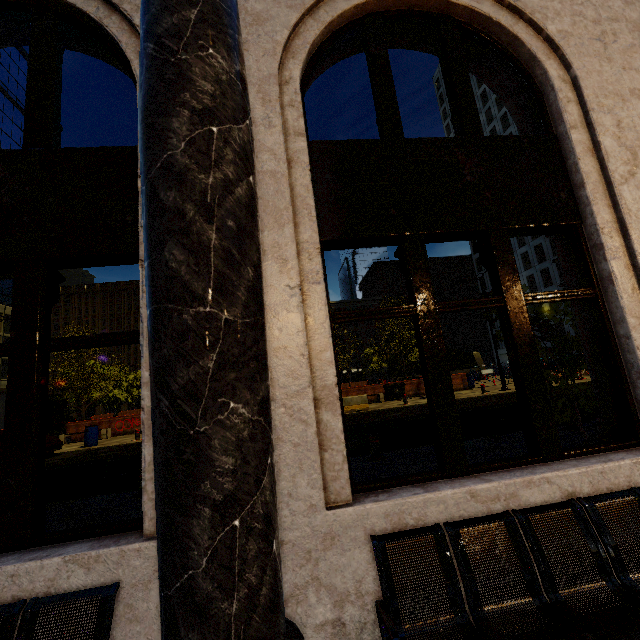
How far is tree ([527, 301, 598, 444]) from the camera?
5.50m

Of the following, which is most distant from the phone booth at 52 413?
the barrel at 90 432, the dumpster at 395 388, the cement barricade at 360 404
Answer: the dumpster at 395 388

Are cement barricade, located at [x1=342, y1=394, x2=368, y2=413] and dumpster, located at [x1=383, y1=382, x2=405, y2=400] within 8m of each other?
yes

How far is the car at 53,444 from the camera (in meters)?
14.45

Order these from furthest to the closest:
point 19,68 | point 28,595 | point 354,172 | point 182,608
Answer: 1. point 19,68
2. point 354,172
3. point 28,595
4. point 182,608

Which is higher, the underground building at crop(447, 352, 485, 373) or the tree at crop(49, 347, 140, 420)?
the tree at crop(49, 347, 140, 420)

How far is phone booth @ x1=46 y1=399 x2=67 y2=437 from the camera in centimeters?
1973cm

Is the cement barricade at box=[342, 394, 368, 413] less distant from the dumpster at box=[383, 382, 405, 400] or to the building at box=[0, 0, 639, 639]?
the dumpster at box=[383, 382, 405, 400]
